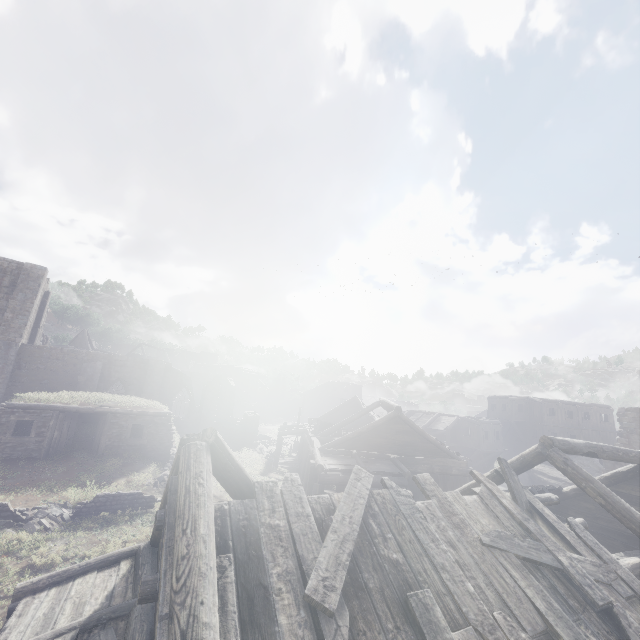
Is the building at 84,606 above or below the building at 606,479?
below

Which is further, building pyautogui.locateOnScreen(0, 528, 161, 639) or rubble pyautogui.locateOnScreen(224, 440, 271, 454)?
rubble pyautogui.locateOnScreen(224, 440, 271, 454)

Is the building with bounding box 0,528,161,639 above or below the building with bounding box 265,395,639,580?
below

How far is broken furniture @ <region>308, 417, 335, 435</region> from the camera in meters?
23.9 m

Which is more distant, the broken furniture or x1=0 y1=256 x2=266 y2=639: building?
the broken furniture

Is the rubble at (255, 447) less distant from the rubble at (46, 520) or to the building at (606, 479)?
the building at (606, 479)

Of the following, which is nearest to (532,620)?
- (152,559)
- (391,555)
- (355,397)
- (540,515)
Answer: (391,555)

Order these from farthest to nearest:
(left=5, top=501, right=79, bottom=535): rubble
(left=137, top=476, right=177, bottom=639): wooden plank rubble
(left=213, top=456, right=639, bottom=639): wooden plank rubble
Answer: (left=5, top=501, right=79, bottom=535): rubble → (left=213, top=456, right=639, bottom=639): wooden plank rubble → (left=137, top=476, right=177, bottom=639): wooden plank rubble
